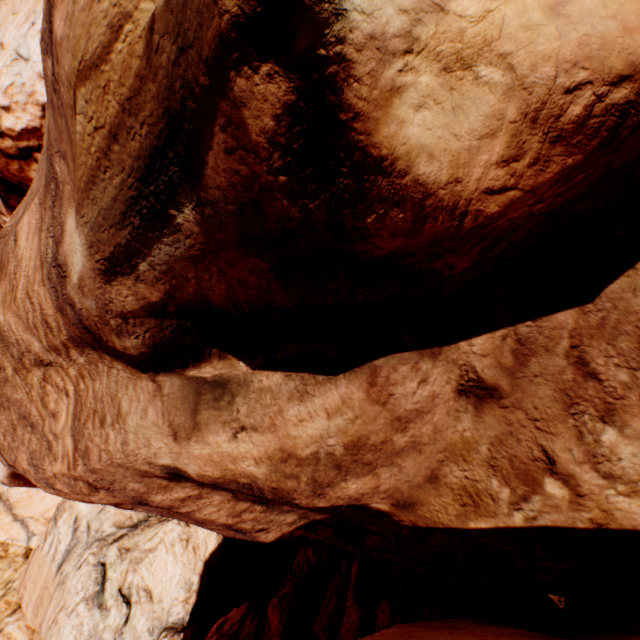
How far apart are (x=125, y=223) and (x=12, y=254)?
3.5m
